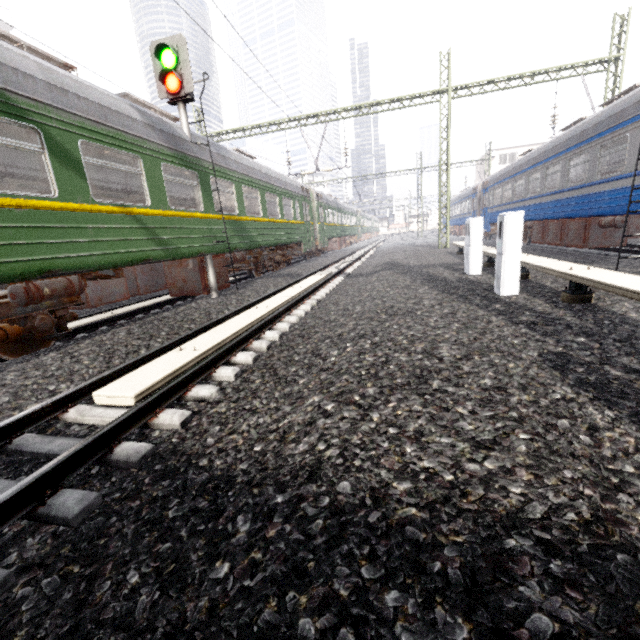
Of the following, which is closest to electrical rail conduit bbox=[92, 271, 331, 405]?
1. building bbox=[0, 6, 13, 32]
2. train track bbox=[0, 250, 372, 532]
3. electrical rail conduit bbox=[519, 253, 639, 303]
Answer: train track bbox=[0, 250, 372, 532]

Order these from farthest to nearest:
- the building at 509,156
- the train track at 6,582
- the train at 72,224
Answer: the building at 509,156 → the train at 72,224 → the train track at 6,582

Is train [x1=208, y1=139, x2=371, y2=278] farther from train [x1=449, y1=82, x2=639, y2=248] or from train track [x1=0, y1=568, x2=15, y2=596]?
train [x1=449, y1=82, x2=639, y2=248]

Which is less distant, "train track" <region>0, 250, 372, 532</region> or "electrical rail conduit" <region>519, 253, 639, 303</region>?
"train track" <region>0, 250, 372, 532</region>

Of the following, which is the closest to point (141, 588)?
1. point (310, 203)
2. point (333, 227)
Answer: point (310, 203)

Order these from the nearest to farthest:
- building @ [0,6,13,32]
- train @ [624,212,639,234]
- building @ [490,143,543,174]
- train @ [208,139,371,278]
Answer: train @ [624,212,639,234]
train @ [208,139,371,278]
building @ [0,6,13,32]
building @ [490,143,543,174]

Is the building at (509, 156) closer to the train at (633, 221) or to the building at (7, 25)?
the train at (633, 221)

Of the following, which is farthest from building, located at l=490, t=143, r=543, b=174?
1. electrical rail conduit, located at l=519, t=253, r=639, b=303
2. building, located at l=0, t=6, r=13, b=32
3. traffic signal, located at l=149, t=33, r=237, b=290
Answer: building, located at l=0, t=6, r=13, b=32
